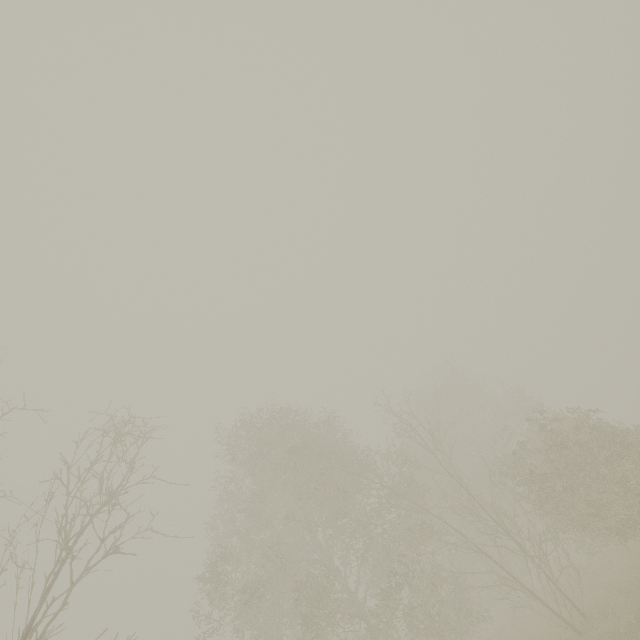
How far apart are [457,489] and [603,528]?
13.92m

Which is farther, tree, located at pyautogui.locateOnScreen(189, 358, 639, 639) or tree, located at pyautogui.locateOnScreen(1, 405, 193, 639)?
tree, located at pyautogui.locateOnScreen(189, 358, 639, 639)

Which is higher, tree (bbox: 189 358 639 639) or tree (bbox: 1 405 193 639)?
tree (bbox: 1 405 193 639)

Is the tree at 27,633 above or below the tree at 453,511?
above

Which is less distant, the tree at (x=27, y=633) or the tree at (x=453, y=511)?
the tree at (x=27, y=633)
